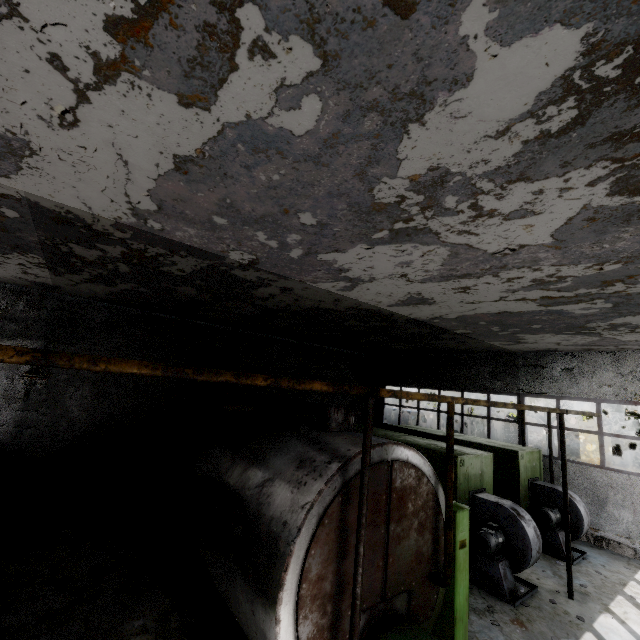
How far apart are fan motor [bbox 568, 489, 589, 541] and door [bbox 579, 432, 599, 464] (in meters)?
22.22

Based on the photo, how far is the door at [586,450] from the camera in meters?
27.7 m

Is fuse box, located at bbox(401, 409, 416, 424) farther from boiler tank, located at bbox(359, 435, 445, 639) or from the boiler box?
boiler tank, located at bbox(359, 435, 445, 639)

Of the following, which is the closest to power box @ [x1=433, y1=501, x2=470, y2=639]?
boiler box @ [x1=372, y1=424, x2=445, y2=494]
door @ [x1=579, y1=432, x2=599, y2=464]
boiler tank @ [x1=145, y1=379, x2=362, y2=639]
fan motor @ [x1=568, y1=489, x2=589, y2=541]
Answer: boiler tank @ [x1=145, y1=379, x2=362, y2=639]

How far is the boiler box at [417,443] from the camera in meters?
9.3

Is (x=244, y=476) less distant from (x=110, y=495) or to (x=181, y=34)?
(x=181, y=34)

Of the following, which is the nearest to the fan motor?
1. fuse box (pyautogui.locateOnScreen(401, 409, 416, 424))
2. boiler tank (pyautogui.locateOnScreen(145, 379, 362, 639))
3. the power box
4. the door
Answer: the power box

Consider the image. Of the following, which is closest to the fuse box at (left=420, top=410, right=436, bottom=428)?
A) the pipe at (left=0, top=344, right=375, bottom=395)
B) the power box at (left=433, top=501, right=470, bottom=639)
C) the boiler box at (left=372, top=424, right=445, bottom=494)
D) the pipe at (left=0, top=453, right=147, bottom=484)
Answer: the pipe at (left=0, top=344, right=375, bottom=395)
